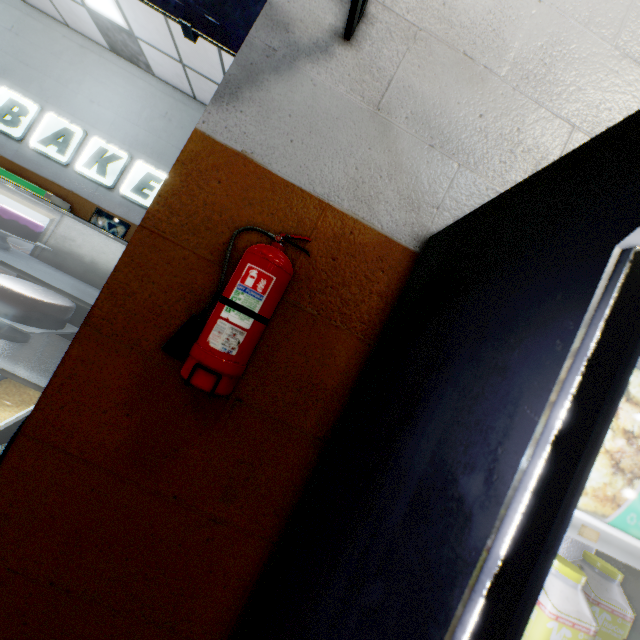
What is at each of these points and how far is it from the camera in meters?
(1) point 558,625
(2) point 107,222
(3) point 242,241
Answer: (1) yogurt container, 0.7
(2) bakery picture, 6.2
(3) building, 1.3

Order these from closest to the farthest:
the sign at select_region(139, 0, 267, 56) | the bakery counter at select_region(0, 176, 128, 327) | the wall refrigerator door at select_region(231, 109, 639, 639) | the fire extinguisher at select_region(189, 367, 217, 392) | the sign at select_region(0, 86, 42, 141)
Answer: the wall refrigerator door at select_region(231, 109, 639, 639) → the fire extinguisher at select_region(189, 367, 217, 392) → the bakery counter at select_region(0, 176, 128, 327) → the sign at select_region(139, 0, 267, 56) → the sign at select_region(0, 86, 42, 141)

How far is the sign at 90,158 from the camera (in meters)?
6.19

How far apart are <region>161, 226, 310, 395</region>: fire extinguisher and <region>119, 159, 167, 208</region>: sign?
6.2m

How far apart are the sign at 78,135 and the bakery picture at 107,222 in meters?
0.9 m

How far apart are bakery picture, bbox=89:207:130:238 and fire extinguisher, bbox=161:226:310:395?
6.33m

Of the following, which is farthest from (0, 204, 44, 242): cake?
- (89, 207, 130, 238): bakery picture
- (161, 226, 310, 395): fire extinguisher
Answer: (89, 207, 130, 238): bakery picture
